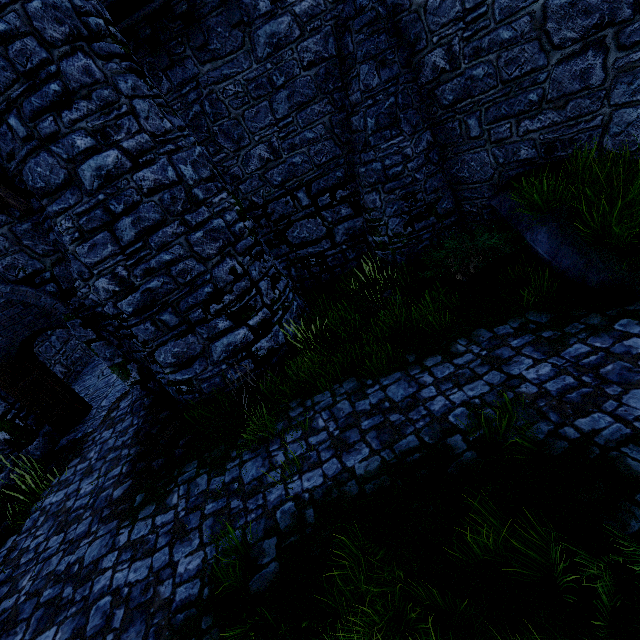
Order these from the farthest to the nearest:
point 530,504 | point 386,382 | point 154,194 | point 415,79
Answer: point 415,79 → point 154,194 → point 386,382 → point 530,504

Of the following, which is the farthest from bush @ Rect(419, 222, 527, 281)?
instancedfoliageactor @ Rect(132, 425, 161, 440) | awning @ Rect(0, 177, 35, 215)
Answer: awning @ Rect(0, 177, 35, 215)

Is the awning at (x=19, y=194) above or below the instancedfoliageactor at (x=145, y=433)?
above

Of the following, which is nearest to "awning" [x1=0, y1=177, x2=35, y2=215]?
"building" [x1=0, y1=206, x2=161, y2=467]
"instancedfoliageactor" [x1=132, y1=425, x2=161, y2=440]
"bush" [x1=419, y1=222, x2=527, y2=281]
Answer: "building" [x1=0, y1=206, x2=161, y2=467]

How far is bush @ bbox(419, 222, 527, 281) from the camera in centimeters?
697cm

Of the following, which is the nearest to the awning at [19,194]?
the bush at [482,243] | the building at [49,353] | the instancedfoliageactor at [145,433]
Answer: the building at [49,353]

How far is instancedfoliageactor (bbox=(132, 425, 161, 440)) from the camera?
7.3 meters

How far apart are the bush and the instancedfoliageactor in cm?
711
